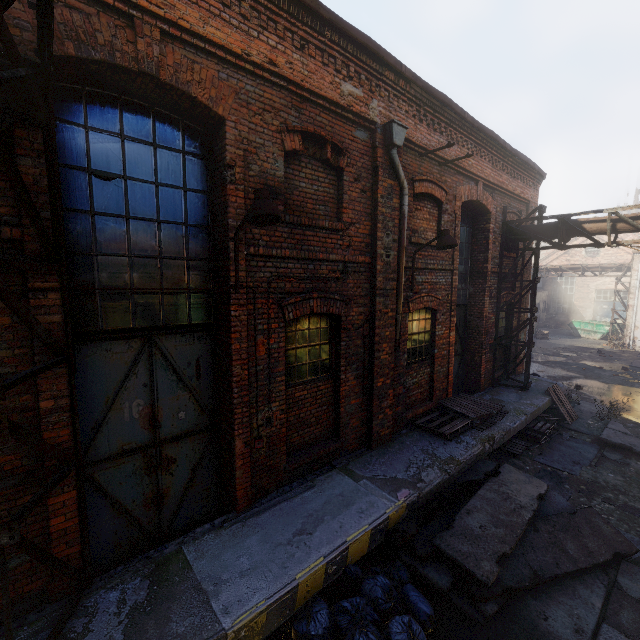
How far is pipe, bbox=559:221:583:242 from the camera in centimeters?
929cm

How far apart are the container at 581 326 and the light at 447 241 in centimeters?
2736cm

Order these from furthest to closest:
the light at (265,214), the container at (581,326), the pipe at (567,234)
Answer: the container at (581,326), the pipe at (567,234), the light at (265,214)

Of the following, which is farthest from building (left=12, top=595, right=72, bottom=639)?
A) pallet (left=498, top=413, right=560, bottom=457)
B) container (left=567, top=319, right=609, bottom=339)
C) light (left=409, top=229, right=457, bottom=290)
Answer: container (left=567, top=319, right=609, bottom=339)

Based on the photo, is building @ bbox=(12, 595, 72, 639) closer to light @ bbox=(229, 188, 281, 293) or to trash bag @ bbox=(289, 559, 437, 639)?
trash bag @ bbox=(289, 559, 437, 639)

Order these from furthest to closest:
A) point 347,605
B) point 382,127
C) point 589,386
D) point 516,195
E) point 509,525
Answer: point 589,386
point 516,195
point 382,127
point 509,525
point 347,605

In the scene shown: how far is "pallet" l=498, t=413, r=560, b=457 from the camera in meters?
8.4 m
